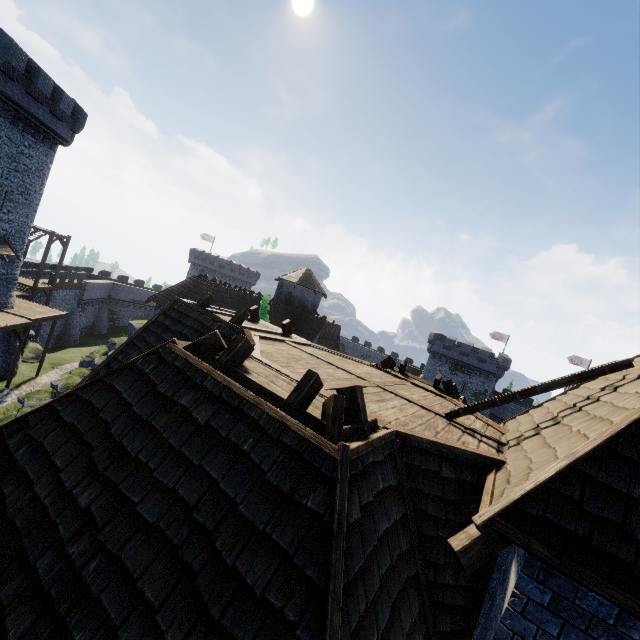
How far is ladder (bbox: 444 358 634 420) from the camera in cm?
516

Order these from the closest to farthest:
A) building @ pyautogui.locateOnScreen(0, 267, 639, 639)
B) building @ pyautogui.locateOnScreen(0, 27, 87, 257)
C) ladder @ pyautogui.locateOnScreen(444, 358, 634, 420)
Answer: building @ pyautogui.locateOnScreen(0, 267, 639, 639) < ladder @ pyautogui.locateOnScreen(444, 358, 634, 420) < building @ pyautogui.locateOnScreen(0, 27, 87, 257)

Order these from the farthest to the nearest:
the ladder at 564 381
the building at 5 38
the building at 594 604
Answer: the building at 5 38, the ladder at 564 381, the building at 594 604

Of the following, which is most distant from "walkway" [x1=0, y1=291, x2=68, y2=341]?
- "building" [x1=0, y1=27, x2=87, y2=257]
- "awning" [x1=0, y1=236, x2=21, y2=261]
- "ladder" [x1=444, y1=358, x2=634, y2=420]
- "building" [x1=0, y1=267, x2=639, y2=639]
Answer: "ladder" [x1=444, y1=358, x2=634, y2=420]

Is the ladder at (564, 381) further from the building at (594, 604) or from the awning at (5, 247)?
the awning at (5, 247)

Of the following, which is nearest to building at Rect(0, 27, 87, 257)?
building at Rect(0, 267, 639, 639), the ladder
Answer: building at Rect(0, 267, 639, 639)

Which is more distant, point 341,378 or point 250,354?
point 341,378

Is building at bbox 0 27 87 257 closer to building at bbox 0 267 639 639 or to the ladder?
building at bbox 0 267 639 639
